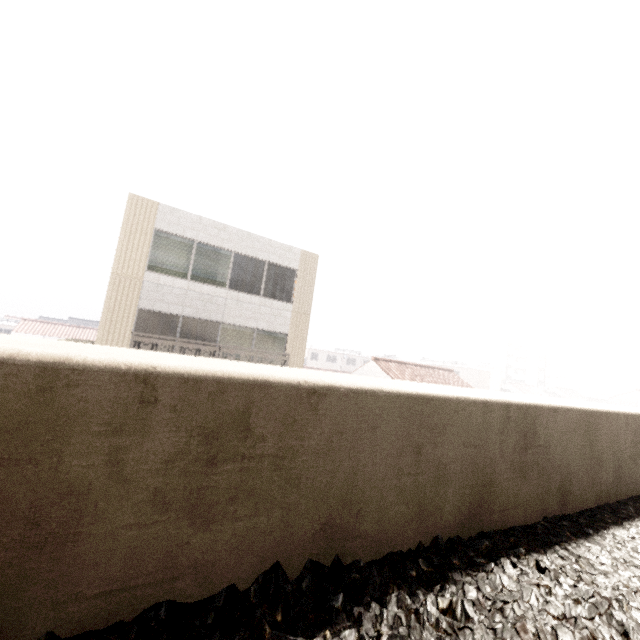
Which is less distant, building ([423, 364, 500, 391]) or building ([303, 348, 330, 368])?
building ([423, 364, 500, 391])

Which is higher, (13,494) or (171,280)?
(171,280)

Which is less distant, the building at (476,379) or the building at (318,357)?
the building at (476,379)

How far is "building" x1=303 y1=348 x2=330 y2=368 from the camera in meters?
57.6 m

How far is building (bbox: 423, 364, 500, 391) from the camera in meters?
48.2

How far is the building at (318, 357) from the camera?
57.59m
